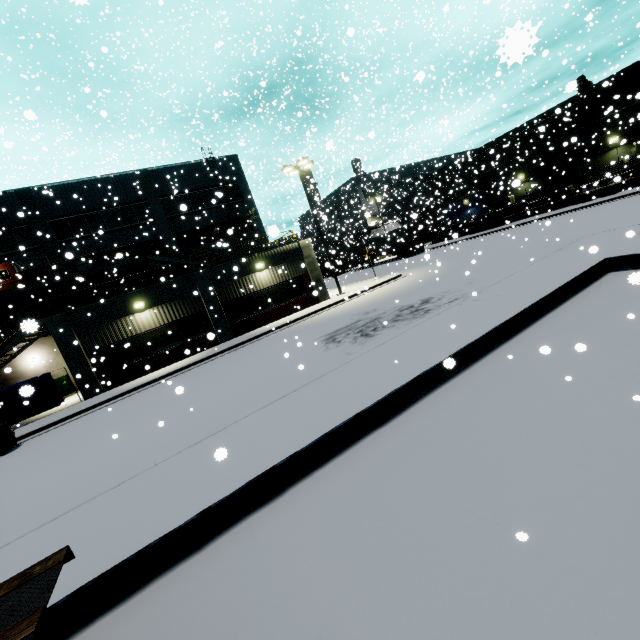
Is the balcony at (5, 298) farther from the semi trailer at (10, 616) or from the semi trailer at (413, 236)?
the semi trailer at (413, 236)

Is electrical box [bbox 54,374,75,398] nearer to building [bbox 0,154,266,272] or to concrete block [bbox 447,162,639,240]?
building [bbox 0,154,266,272]

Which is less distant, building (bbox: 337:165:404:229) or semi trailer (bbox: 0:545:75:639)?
semi trailer (bbox: 0:545:75:639)

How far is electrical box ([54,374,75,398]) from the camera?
23.0 meters

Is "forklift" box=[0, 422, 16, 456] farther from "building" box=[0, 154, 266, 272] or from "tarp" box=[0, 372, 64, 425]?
"building" box=[0, 154, 266, 272]

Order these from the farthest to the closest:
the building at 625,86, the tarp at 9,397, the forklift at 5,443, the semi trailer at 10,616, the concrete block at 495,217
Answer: the building at 625,86 < the concrete block at 495,217 < the tarp at 9,397 < the forklift at 5,443 < the semi trailer at 10,616

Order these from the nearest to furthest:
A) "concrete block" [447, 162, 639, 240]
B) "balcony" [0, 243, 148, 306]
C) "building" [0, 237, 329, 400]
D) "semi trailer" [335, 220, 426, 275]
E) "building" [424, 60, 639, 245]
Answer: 1. "building" [0, 237, 329, 400]
2. "balcony" [0, 243, 148, 306]
3. "concrete block" [447, 162, 639, 240]
4. "building" [424, 60, 639, 245]
5. "semi trailer" [335, 220, 426, 275]

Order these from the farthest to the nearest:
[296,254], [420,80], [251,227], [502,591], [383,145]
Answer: [383,145] → [251,227] → [296,254] → [420,80] → [502,591]
